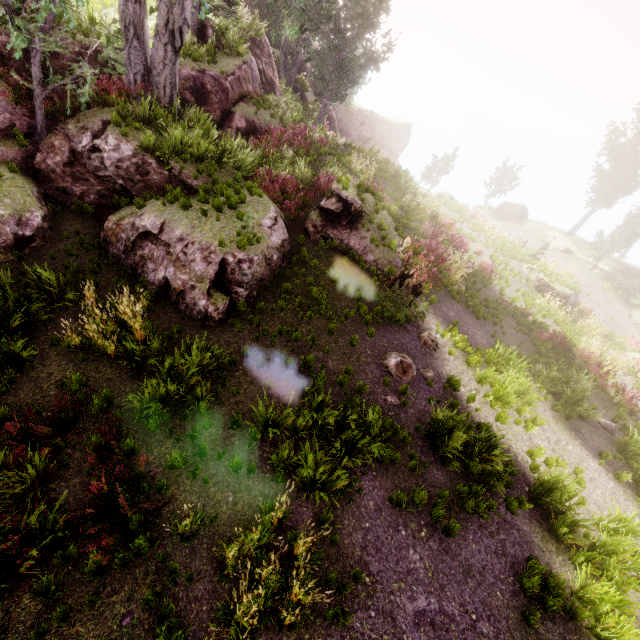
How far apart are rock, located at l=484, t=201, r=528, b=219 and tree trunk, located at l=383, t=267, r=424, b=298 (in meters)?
32.27

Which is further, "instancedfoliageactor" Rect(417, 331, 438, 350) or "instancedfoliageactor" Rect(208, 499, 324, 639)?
"instancedfoliageactor" Rect(417, 331, 438, 350)

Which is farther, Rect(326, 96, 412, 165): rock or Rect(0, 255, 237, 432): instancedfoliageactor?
Rect(326, 96, 412, 165): rock

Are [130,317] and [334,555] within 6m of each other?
no

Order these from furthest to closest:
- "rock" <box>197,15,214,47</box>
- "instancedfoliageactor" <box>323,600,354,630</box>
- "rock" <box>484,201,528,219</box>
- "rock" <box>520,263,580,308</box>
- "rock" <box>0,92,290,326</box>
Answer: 1. "rock" <box>484,201,528,219</box>
2. "rock" <box>520,263,580,308</box>
3. "rock" <box>197,15,214,47</box>
4. "rock" <box>0,92,290,326</box>
5. "instancedfoliageactor" <box>323,600,354,630</box>

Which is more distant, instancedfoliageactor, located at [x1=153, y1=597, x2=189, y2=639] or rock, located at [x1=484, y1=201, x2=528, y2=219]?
rock, located at [x1=484, y1=201, x2=528, y2=219]

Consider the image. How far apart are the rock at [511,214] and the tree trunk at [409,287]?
32.27m

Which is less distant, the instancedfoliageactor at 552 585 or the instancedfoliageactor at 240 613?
the instancedfoliageactor at 240 613
